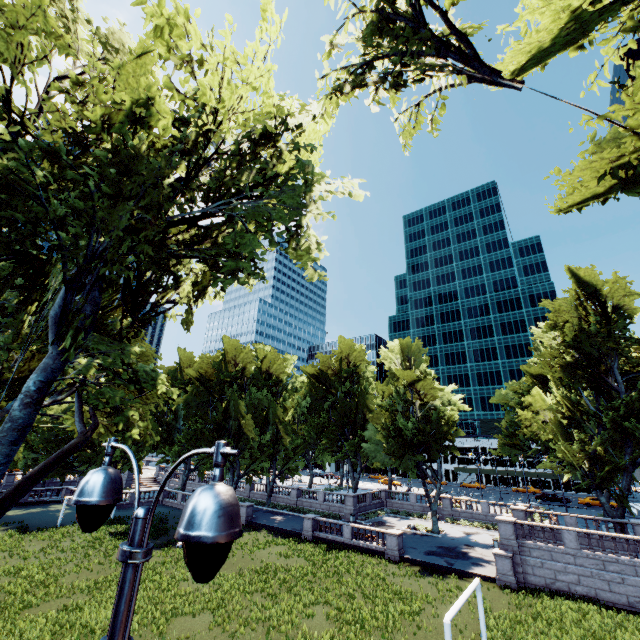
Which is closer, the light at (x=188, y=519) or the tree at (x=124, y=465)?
the light at (x=188, y=519)

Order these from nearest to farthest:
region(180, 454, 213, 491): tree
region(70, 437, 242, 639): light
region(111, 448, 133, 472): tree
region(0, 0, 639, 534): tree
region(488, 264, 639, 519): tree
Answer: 1. region(70, 437, 242, 639): light
2. region(0, 0, 639, 534): tree
3. region(488, 264, 639, 519): tree
4. region(180, 454, 213, 491): tree
5. region(111, 448, 133, 472): tree

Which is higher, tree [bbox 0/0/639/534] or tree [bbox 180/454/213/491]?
tree [bbox 0/0/639/534]

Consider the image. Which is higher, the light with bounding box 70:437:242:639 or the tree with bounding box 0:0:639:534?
the tree with bounding box 0:0:639:534

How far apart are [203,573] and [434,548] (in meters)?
38.85

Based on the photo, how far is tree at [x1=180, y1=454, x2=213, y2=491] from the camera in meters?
43.6

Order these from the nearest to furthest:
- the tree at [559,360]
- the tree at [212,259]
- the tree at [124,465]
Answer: the tree at [212,259], the tree at [559,360], the tree at [124,465]
